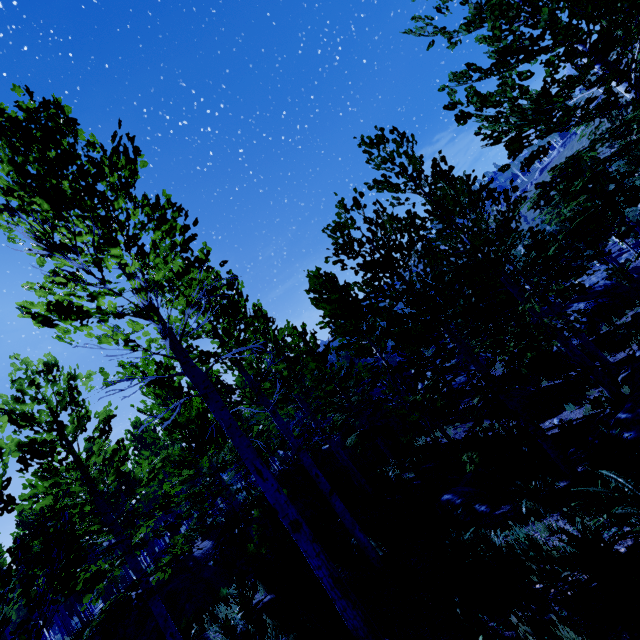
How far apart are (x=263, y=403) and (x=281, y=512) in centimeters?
436cm

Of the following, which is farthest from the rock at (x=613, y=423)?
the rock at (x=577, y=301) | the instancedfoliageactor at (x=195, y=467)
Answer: the rock at (x=577, y=301)

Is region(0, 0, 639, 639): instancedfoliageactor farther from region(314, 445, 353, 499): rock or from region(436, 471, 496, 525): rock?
region(436, 471, 496, 525): rock

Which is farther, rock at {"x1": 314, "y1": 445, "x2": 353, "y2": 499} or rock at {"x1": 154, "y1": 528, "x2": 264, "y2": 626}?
rock at {"x1": 314, "y1": 445, "x2": 353, "y2": 499}

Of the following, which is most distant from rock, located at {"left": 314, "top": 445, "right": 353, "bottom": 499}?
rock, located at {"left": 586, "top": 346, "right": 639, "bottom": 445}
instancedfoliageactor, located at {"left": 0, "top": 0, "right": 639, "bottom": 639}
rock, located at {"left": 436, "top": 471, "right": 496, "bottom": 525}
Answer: rock, located at {"left": 586, "top": 346, "right": 639, "bottom": 445}

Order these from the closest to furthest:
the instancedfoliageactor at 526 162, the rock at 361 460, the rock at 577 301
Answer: the instancedfoliageactor at 526 162 → the rock at 361 460 → the rock at 577 301

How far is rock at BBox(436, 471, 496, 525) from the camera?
7.89m

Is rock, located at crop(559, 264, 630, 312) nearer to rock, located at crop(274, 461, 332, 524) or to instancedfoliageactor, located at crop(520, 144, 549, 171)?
instancedfoliageactor, located at crop(520, 144, 549, 171)
